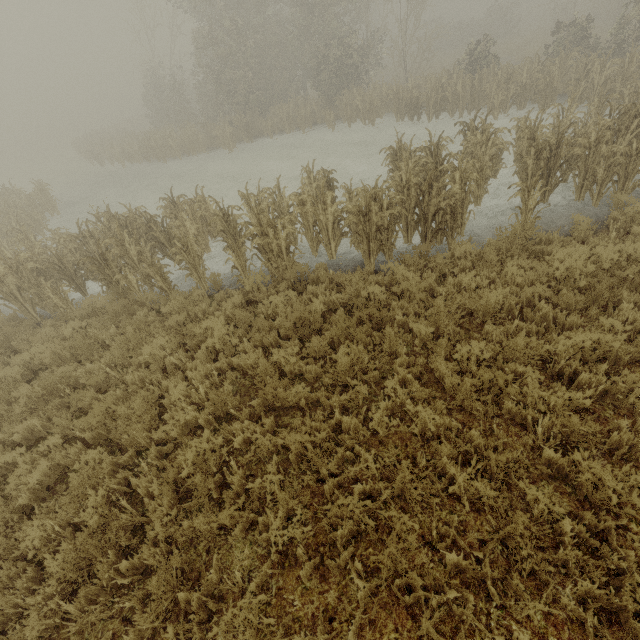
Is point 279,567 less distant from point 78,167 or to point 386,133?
point 386,133
